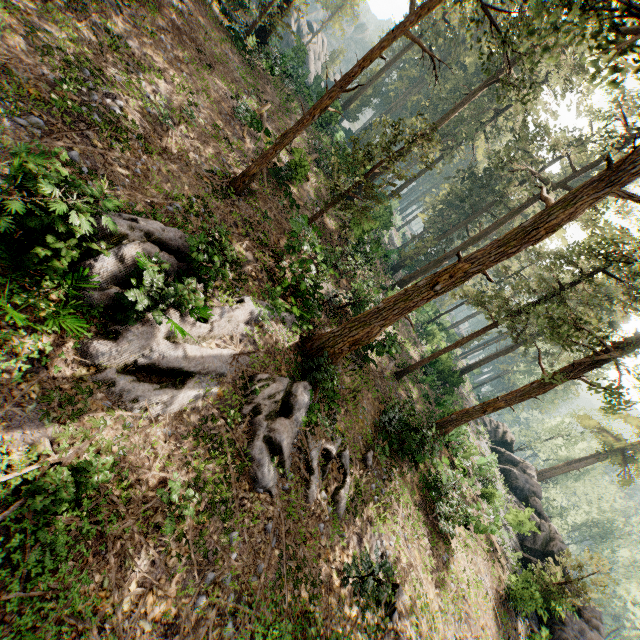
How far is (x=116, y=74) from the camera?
10.9m

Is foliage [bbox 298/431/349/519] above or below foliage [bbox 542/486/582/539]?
below

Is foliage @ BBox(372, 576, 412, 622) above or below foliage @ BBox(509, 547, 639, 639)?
below

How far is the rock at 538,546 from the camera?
23.3 meters

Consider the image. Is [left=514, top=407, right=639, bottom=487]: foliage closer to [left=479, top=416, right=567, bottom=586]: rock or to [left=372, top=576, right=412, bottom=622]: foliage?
[left=479, top=416, right=567, bottom=586]: rock

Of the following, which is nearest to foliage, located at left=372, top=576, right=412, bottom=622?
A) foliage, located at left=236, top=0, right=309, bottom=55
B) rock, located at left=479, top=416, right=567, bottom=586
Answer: foliage, located at left=236, top=0, right=309, bottom=55

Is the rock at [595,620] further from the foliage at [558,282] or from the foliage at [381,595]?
the foliage at [381,595]
